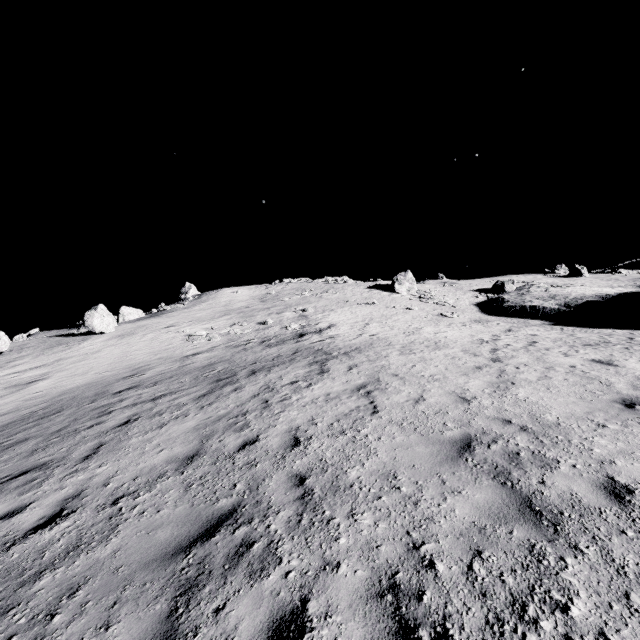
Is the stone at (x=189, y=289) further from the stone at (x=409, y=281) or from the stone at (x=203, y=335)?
the stone at (x=409, y=281)

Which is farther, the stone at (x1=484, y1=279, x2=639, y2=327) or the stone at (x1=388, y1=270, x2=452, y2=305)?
the stone at (x1=388, y1=270, x2=452, y2=305)

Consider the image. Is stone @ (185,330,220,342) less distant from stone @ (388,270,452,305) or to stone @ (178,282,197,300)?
stone @ (388,270,452,305)

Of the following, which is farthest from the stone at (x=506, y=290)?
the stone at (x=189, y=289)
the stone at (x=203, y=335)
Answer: the stone at (x=189, y=289)

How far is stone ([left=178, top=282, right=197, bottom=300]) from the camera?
55.41m

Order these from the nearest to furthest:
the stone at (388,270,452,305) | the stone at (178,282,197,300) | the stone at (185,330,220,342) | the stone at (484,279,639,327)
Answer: the stone at (185,330,220,342)
the stone at (484,279,639,327)
the stone at (388,270,452,305)
the stone at (178,282,197,300)

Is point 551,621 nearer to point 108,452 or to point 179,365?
point 108,452

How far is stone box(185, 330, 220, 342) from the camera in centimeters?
2322cm
